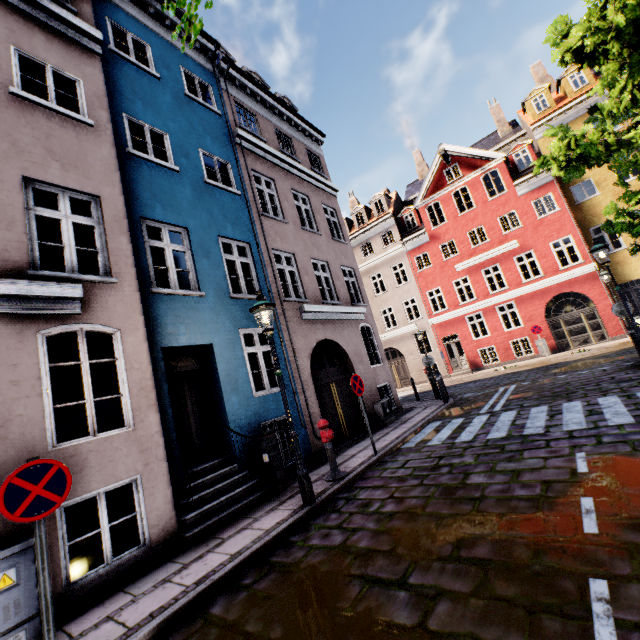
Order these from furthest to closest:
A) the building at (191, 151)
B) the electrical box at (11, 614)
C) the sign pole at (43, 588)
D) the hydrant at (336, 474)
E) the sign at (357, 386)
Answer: the sign at (357, 386) → the hydrant at (336, 474) → the building at (191, 151) → the electrical box at (11, 614) → the sign pole at (43, 588)

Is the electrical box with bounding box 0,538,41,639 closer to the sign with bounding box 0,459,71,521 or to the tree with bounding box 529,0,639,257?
the sign with bounding box 0,459,71,521

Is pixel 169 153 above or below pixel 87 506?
above

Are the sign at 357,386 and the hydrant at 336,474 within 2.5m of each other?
yes

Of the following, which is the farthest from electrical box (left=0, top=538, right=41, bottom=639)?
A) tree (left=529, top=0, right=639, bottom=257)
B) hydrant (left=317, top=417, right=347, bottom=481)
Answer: tree (left=529, top=0, right=639, bottom=257)

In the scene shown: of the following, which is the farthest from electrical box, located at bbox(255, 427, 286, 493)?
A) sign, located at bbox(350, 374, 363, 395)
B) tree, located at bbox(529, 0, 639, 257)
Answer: tree, located at bbox(529, 0, 639, 257)

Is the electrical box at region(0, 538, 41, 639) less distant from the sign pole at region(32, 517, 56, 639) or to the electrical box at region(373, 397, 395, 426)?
the sign pole at region(32, 517, 56, 639)

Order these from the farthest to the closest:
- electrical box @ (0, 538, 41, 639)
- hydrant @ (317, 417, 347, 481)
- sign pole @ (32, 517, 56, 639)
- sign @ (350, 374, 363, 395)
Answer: sign @ (350, 374, 363, 395)
hydrant @ (317, 417, 347, 481)
electrical box @ (0, 538, 41, 639)
sign pole @ (32, 517, 56, 639)
